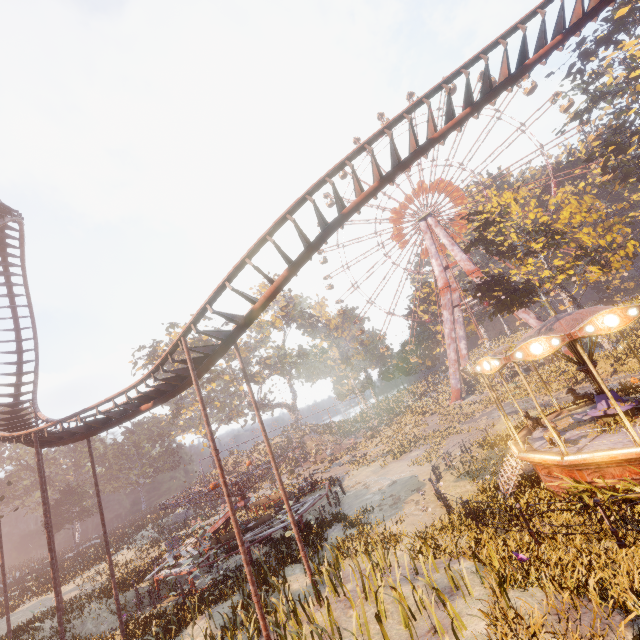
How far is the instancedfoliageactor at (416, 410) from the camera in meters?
25.6

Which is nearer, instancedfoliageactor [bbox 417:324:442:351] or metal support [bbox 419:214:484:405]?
metal support [bbox 419:214:484:405]

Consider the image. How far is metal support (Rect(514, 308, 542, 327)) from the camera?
39.7m

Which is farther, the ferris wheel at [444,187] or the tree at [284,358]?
the tree at [284,358]

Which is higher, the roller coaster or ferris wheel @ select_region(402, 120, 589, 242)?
ferris wheel @ select_region(402, 120, 589, 242)

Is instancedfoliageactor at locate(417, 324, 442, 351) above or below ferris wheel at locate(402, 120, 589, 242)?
below

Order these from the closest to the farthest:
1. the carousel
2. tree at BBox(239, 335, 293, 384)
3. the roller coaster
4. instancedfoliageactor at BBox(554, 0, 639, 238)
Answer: the carousel, the roller coaster, instancedfoliageactor at BBox(554, 0, 639, 238), tree at BBox(239, 335, 293, 384)

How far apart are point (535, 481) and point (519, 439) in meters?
2.6
